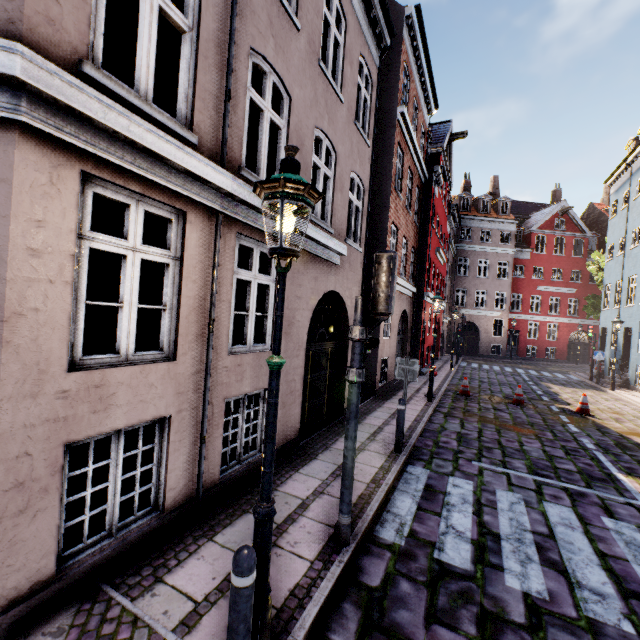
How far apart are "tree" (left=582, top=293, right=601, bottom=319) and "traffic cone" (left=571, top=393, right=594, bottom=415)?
18.22m

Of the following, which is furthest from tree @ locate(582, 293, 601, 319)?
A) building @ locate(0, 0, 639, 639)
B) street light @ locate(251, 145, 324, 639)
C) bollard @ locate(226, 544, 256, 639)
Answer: bollard @ locate(226, 544, 256, 639)

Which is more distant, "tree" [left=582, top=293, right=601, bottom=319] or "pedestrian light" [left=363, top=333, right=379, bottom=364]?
"tree" [left=582, top=293, right=601, bottom=319]

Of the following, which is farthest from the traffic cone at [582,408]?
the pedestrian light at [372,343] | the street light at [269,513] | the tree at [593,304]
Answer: the tree at [593,304]

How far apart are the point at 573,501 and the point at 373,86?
10.84m

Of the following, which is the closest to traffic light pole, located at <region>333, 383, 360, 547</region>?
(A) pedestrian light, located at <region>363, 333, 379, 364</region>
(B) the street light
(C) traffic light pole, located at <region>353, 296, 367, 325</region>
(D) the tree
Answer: (A) pedestrian light, located at <region>363, 333, 379, 364</region>

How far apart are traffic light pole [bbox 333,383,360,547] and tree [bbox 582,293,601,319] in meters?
30.1 m

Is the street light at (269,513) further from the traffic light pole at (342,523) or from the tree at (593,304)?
the tree at (593,304)
